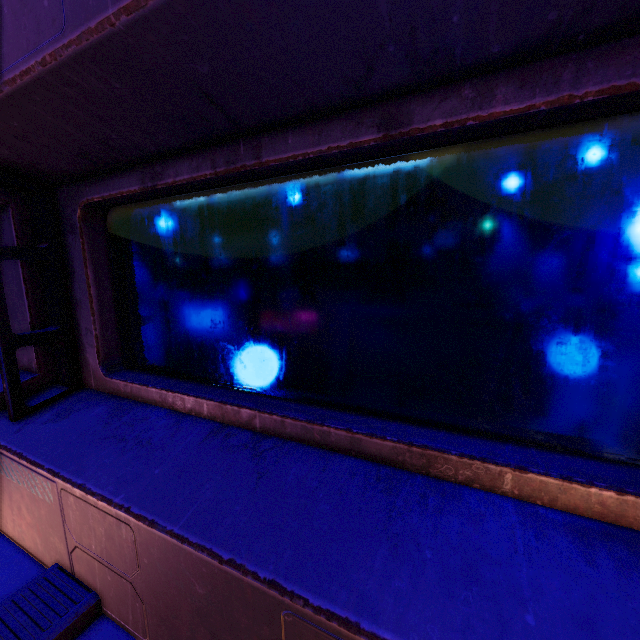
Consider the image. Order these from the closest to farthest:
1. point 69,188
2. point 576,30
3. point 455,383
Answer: point 576,30 < point 455,383 < point 69,188
